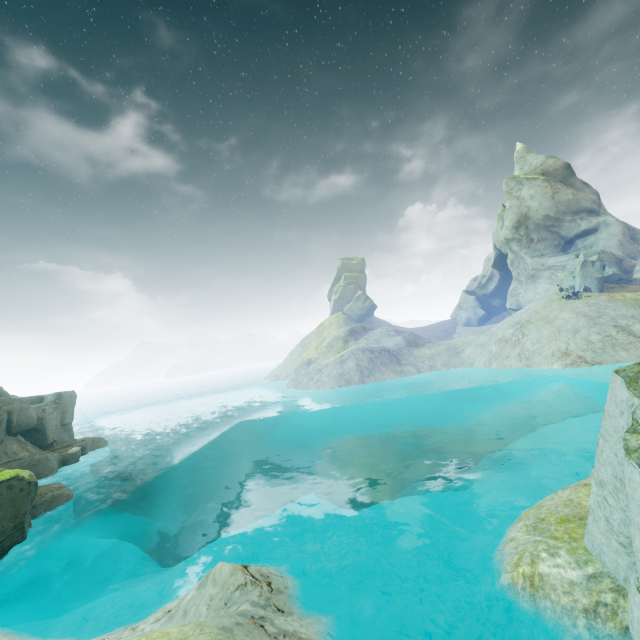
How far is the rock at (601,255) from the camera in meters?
35.6

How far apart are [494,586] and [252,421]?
46.26m

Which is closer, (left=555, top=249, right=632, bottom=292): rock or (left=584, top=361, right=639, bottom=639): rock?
(left=584, top=361, right=639, bottom=639): rock

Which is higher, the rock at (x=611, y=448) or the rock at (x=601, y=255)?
the rock at (x=601, y=255)

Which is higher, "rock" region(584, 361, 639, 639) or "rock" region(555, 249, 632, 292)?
"rock" region(555, 249, 632, 292)

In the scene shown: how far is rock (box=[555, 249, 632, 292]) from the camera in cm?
3556
